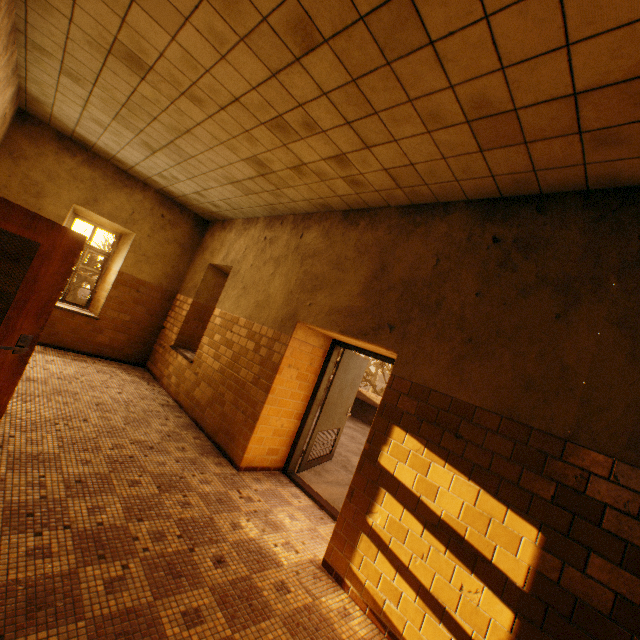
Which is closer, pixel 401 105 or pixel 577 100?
pixel 577 100

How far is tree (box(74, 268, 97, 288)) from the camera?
11.64m

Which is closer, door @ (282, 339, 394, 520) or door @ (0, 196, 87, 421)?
door @ (0, 196, 87, 421)

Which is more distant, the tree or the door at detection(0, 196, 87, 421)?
the tree

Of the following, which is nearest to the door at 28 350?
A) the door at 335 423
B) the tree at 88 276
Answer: the door at 335 423

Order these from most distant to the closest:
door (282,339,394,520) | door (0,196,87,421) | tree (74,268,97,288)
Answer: tree (74,268,97,288), door (282,339,394,520), door (0,196,87,421)

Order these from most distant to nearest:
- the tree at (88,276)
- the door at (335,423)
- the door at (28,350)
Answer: the tree at (88,276) → the door at (335,423) → the door at (28,350)

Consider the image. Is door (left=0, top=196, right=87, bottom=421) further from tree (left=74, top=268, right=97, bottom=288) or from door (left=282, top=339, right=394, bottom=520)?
tree (left=74, top=268, right=97, bottom=288)
